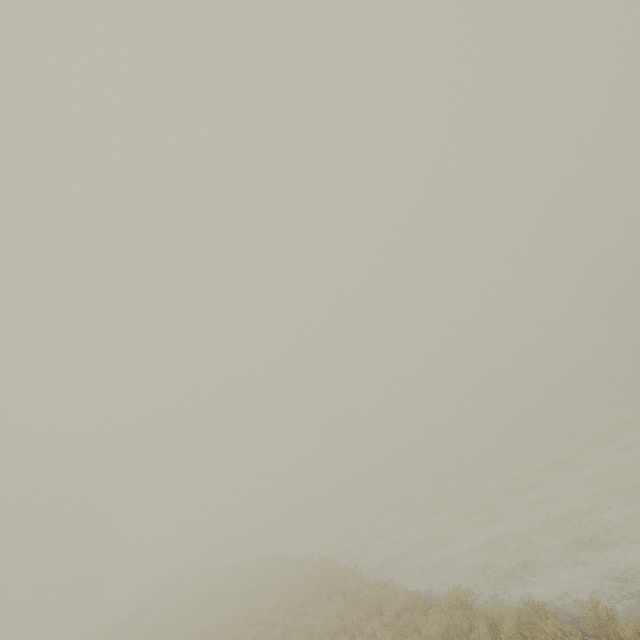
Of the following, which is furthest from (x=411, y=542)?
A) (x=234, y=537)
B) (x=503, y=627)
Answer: (x=234, y=537)
